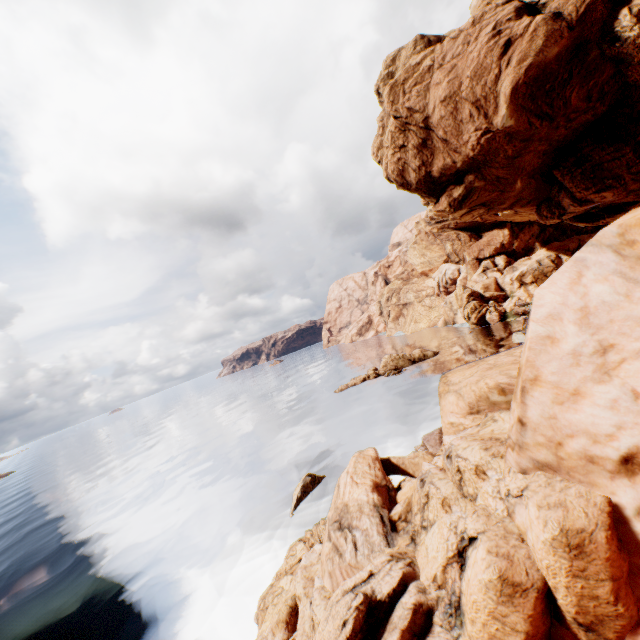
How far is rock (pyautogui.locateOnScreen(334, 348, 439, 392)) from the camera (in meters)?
49.47

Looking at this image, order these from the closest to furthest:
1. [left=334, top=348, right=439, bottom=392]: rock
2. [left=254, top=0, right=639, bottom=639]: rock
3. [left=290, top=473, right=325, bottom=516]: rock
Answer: [left=254, top=0, right=639, bottom=639]: rock
[left=290, top=473, right=325, bottom=516]: rock
[left=334, top=348, right=439, bottom=392]: rock

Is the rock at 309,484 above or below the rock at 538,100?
below

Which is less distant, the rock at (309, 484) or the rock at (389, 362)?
the rock at (309, 484)

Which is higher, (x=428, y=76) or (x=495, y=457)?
(x=428, y=76)

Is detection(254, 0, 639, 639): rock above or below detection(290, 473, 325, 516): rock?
above

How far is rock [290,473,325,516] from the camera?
22.0m

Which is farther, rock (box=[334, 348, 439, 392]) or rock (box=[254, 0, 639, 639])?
rock (box=[334, 348, 439, 392])
